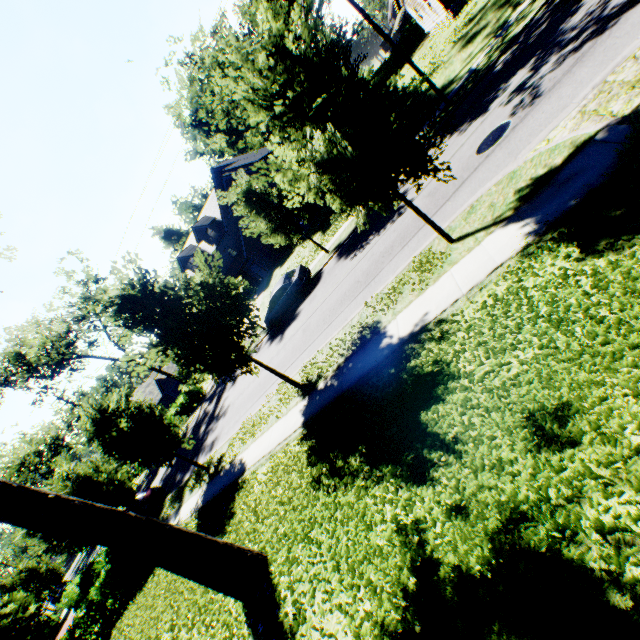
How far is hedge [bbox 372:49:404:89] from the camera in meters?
45.0

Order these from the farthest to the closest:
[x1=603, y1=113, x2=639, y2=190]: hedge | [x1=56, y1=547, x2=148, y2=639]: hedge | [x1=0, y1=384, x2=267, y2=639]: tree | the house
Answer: the house, [x1=56, y1=547, x2=148, y2=639]: hedge, [x1=0, y1=384, x2=267, y2=639]: tree, [x1=603, y1=113, x2=639, y2=190]: hedge

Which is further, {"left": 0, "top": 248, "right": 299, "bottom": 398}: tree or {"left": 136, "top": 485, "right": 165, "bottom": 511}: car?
{"left": 136, "top": 485, "right": 165, "bottom": 511}: car

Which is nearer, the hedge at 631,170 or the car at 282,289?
the hedge at 631,170

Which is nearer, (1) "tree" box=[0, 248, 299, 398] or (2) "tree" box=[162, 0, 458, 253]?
(2) "tree" box=[162, 0, 458, 253]

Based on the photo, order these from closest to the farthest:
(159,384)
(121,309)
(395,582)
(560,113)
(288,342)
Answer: (395,582)
(560,113)
(121,309)
(288,342)
(159,384)

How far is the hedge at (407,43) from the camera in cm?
4300

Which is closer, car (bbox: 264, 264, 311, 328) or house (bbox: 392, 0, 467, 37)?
car (bbox: 264, 264, 311, 328)
